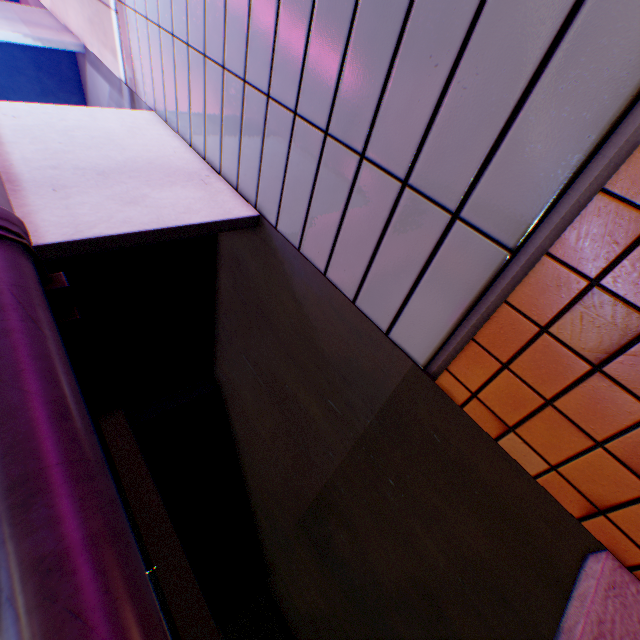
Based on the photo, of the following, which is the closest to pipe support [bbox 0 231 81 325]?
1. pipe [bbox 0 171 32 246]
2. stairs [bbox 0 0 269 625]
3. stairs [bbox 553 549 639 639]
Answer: pipe [bbox 0 171 32 246]

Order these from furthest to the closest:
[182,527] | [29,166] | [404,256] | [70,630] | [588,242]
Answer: [182,527] < [29,166] < [404,256] < [588,242] < [70,630]

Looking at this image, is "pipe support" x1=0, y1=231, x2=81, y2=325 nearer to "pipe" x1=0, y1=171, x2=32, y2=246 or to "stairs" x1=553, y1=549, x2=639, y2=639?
"pipe" x1=0, y1=171, x2=32, y2=246

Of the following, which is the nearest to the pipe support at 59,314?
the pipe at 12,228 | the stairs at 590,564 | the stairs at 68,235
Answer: the pipe at 12,228

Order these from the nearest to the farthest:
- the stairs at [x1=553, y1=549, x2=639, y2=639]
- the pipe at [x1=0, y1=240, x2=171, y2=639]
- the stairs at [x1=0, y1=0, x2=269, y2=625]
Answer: the pipe at [x1=0, y1=240, x2=171, y2=639], the stairs at [x1=553, y1=549, x2=639, y2=639], the stairs at [x1=0, y1=0, x2=269, y2=625]

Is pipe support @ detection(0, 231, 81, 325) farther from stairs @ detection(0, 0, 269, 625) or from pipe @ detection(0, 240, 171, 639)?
stairs @ detection(0, 0, 269, 625)

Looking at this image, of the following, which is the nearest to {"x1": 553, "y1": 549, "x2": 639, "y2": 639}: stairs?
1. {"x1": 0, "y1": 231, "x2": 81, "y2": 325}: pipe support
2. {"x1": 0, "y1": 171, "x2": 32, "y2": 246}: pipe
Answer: {"x1": 0, "y1": 171, "x2": 32, "y2": 246}: pipe

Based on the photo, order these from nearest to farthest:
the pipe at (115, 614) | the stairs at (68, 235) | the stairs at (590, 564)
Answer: the pipe at (115, 614) < the stairs at (590, 564) < the stairs at (68, 235)
